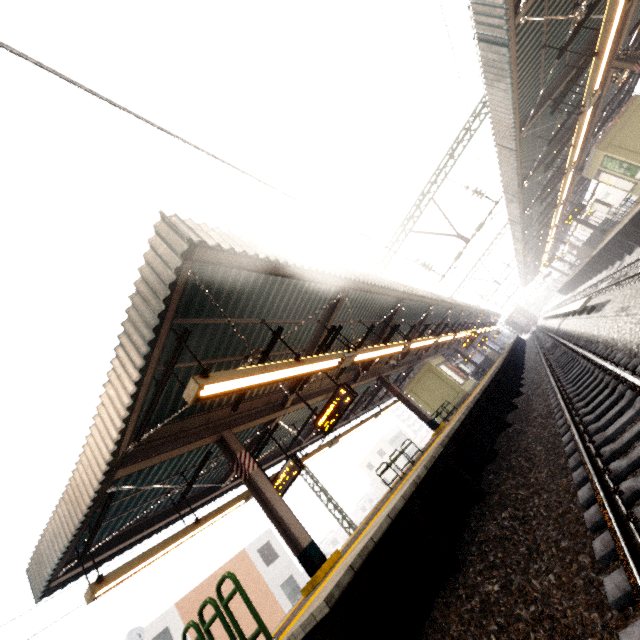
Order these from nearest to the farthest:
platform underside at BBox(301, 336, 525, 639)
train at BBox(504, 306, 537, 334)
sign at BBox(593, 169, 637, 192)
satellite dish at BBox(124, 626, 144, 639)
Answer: platform underside at BBox(301, 336, 525, 639) → sign at BBox(593, 169, 637, 192) → satellite dish at BBox(124, 626, 144, 639) → train at BBox(504, 306, 537, 334)

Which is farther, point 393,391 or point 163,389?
point 393,391

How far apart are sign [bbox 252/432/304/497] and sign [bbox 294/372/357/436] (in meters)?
1.34

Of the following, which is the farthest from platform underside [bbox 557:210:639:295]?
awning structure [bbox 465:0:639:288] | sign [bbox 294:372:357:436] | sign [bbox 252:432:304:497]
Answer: sign [bbox 252:432:304:497]

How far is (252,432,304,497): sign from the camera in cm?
938

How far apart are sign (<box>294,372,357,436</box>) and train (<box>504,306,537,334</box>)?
60.4 meters

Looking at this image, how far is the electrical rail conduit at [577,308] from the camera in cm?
1147

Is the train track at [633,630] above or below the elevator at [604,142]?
below
